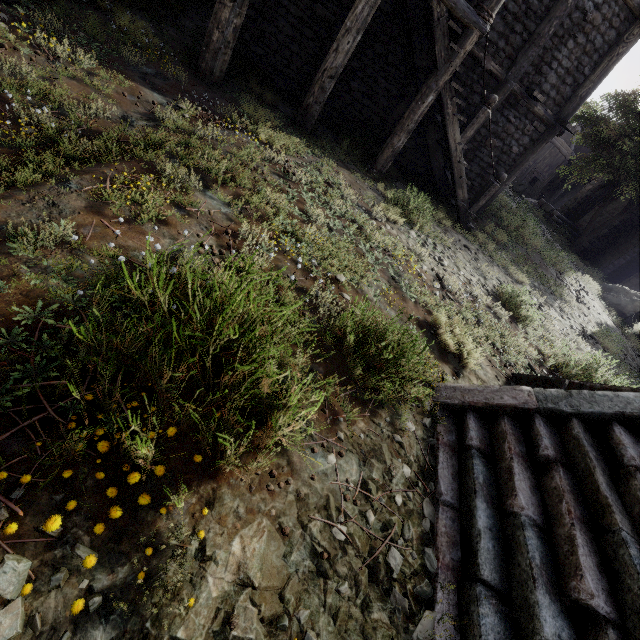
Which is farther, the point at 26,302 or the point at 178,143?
the point at 178,143

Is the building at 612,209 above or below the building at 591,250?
above

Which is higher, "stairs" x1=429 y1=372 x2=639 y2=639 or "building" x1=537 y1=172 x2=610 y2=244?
"building" x1=537 y1=172 x2=610 y2=244

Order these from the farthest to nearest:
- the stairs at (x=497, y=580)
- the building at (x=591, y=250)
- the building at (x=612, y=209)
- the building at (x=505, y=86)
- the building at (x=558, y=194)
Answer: the building at (x=558, y=194)
the building at (x=612, y=209)
the building at (x=591, y=250)
the building at (x=505, y=86)
the stairs at (x=497, y=580)

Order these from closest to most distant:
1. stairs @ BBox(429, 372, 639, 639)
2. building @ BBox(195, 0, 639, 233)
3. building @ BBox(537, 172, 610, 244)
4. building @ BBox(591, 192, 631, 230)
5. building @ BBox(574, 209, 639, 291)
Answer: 1. stairs @ BBox(429, 372, 639, 639)
2. building @ BBox(195, 0, 639, 233)
3. building @ BBox(574, 209, 639, 291)
4. building @ BBox(591, 192, 631, 230)
5. building @ BBox(537, 172, 610, 244)

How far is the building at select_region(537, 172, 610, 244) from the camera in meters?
25.0 m

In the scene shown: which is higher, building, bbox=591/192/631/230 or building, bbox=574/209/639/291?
building, bbox=591/192/631/230
